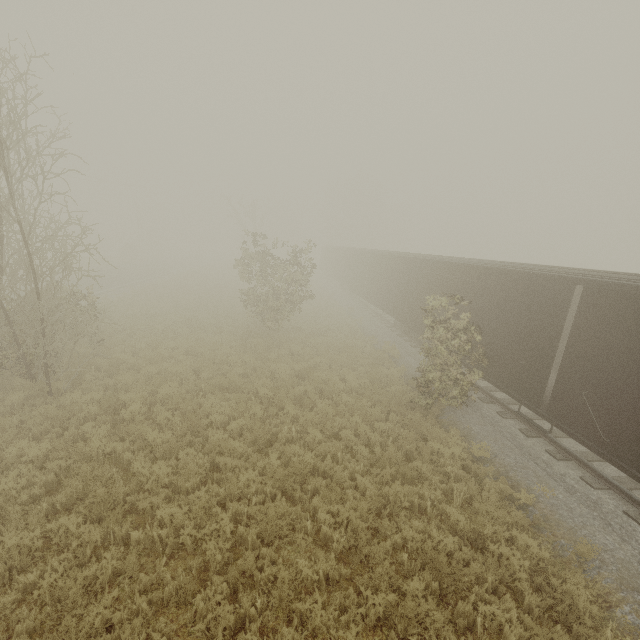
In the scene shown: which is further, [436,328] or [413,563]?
[436,328]
